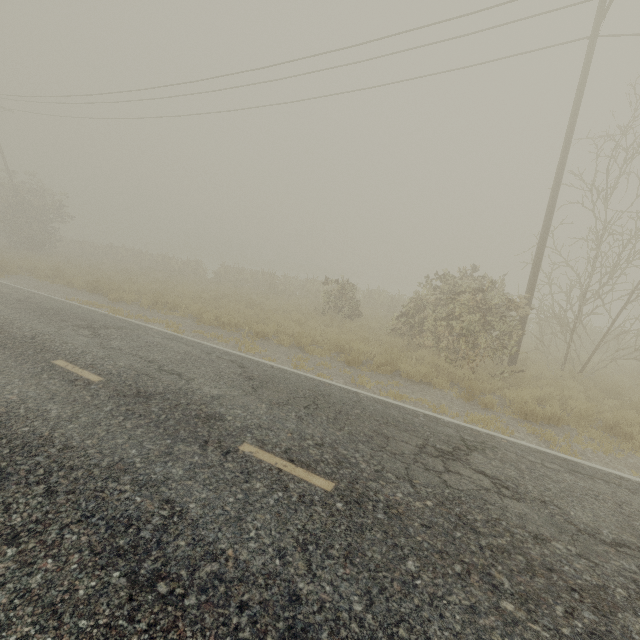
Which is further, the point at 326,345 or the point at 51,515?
the point at 326,345
